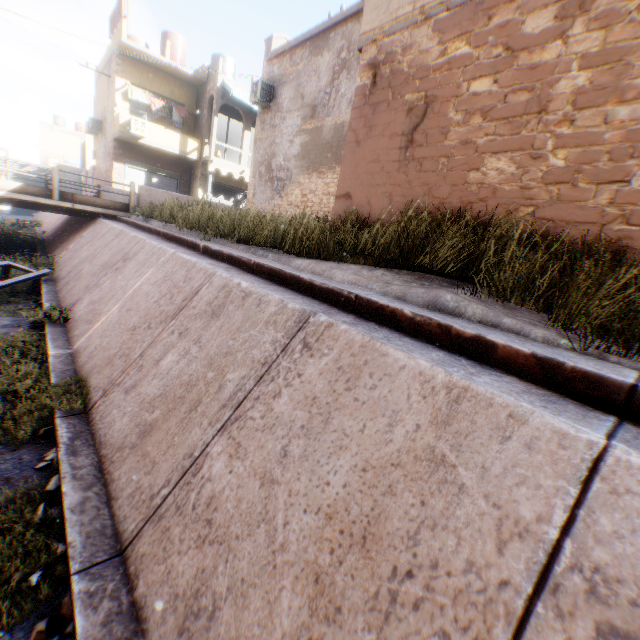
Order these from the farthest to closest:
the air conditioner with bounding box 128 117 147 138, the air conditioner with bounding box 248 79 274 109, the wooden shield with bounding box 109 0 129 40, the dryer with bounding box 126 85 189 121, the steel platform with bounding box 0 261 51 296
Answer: Result: the dryer with bounding box 126 85 189 121 < the air conditioner with bounding box 128 117 147 138 < the wooden shield with bounding box 109 0 129 40 < the air conditioner with bounding box 248 79 274 109 < the steel platform with bounding box 0 261 51 296

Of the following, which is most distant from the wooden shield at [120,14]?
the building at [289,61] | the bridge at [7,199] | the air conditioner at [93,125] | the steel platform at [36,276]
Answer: the steel platform at [36,276]

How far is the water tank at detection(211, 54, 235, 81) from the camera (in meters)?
21.15

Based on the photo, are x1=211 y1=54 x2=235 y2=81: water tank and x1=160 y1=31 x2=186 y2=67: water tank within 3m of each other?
yes

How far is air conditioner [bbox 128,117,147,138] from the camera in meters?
18.7 m

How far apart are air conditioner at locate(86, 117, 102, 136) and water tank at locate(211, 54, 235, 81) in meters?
8.9

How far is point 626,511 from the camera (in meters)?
1.32

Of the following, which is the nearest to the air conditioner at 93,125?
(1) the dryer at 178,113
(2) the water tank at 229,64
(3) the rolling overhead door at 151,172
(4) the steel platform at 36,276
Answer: (3) the rolling overhead door at 151,172
